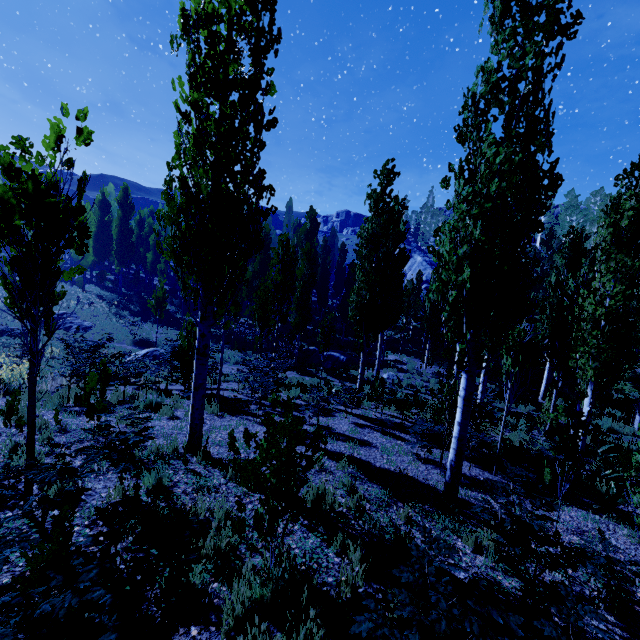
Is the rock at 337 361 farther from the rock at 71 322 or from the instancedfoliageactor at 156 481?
the rock at 71 322

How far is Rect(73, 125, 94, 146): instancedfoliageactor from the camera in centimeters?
336cm

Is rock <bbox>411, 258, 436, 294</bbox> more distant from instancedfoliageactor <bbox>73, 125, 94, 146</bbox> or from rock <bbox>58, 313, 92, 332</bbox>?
rock <bbox>58, 313, 92, 332</bbox>

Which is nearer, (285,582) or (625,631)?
(285,582)

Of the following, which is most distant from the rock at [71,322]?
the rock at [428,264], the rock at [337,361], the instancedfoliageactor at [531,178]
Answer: the rock at [428,264]

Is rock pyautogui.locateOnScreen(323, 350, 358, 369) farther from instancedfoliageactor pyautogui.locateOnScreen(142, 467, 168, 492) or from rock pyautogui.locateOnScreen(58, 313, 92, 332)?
rock pyautogui.locateOnScreen(58, 313, 92, 332)

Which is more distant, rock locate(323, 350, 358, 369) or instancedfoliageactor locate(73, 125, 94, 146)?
rock locate(323, 350, 358, 369)
